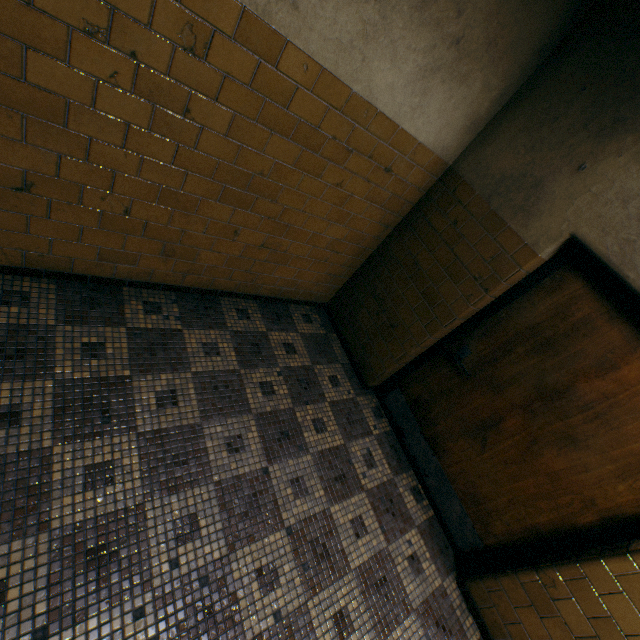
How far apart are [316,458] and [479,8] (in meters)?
3.18
